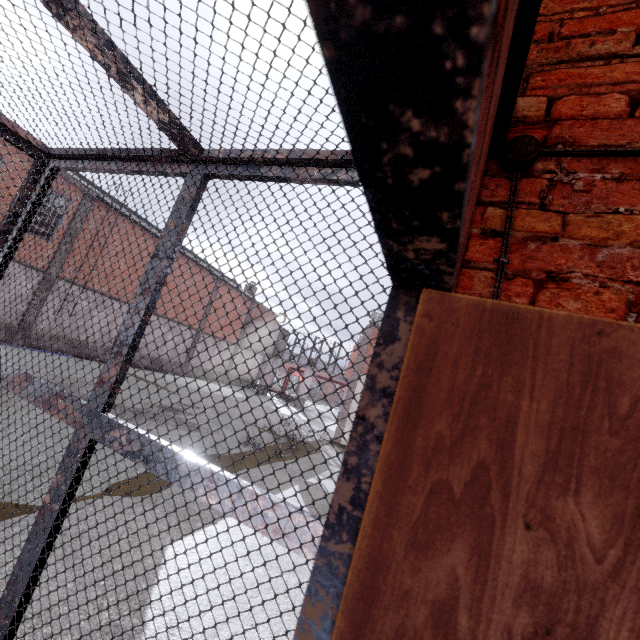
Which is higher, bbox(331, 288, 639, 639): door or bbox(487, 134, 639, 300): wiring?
bbox(487, 134, 639, 300): wiring

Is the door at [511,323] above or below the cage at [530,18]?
below

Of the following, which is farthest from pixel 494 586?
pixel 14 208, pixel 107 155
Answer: pixel 14 208

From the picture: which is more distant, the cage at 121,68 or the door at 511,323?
the cage at 121,68

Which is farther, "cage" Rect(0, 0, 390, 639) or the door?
"cage" Rect(0, 0, 390, 639)

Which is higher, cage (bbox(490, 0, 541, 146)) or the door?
cage (bbox(490, 0, 541, 146))

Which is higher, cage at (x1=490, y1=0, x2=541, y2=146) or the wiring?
cage at (x1=490, y1=0, x2=541, y2=146)
